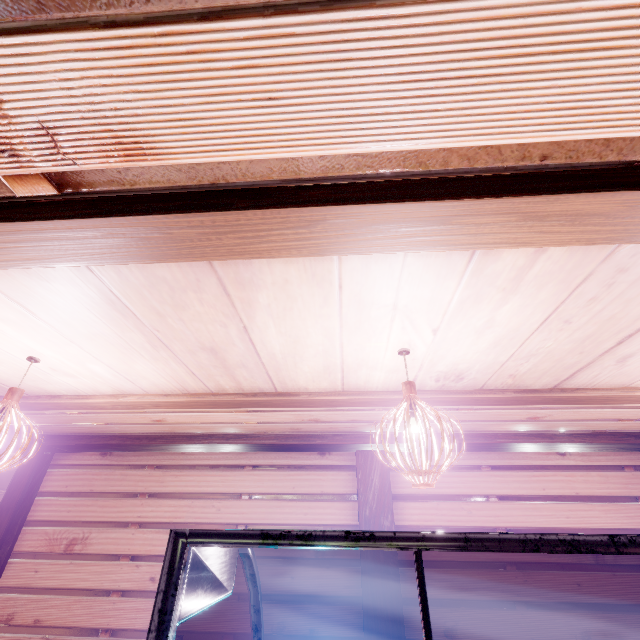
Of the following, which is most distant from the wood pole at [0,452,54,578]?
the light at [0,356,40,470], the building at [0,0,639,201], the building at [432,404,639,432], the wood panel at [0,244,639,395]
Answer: the building at [0,0,639,201]

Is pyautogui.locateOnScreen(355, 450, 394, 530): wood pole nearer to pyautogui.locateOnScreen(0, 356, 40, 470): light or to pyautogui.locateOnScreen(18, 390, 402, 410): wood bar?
pyautogui.locateOnScreen(18, 390, 402, 410): wood bar

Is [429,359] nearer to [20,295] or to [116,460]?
[20,295]

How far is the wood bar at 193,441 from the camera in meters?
7.1 m

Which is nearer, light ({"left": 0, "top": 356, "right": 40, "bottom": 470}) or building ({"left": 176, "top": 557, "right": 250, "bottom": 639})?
light ({"left": 0, "top": 356, "right": 40, "bottom": 470})

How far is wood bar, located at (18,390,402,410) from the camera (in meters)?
4.63

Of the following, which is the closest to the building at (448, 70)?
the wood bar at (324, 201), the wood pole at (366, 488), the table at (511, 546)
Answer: the wood bar at (324, 201)
